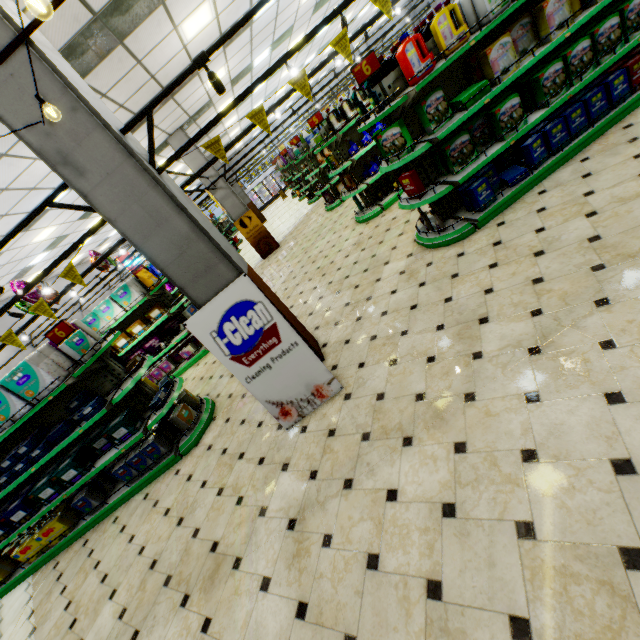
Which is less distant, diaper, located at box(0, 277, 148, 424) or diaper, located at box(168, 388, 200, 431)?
diaper, located at box(0, 277, 148, 424)

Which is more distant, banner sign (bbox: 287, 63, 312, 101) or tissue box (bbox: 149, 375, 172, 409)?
tissue box (bbox: 149, 375, 172, 409)

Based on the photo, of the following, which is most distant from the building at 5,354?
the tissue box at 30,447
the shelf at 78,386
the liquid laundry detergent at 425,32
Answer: the liquid laundry detergent at 425,32

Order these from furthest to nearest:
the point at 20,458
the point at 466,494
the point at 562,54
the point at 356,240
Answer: the point at 356,240 → the point at 20,458 → the point at 562,54 → the point at 466,494

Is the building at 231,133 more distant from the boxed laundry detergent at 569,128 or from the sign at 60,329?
the sign at 60,329

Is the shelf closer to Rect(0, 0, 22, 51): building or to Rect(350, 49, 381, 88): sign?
Rect(0, 0, 22, 51): building

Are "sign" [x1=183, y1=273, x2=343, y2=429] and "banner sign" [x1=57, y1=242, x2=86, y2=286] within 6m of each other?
yes

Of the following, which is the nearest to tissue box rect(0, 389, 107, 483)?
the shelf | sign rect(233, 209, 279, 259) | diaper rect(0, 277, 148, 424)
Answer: the shelf
